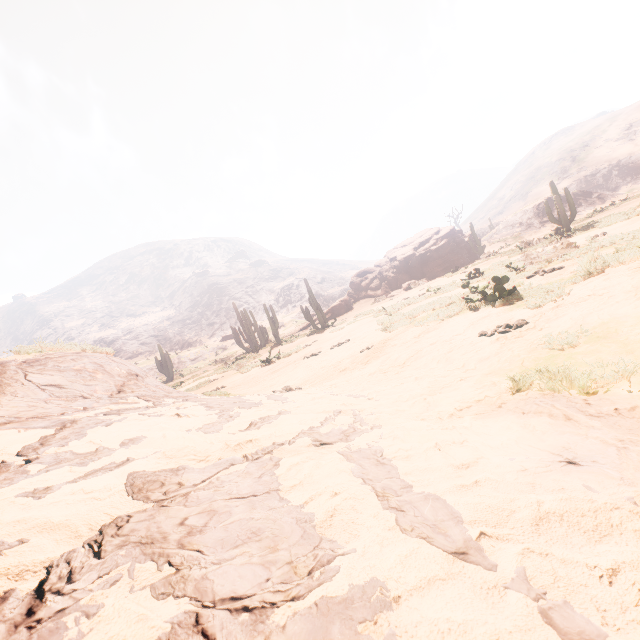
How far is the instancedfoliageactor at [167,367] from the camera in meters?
33.6 m

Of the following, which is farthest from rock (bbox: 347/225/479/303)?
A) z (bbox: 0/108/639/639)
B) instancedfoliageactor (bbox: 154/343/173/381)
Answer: instancedfoliageactor (bbox: 154/343/173/381)

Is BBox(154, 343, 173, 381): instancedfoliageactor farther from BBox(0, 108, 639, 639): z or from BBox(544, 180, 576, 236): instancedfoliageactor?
BBox(544, 180, 576, 236): instancedfoliageactor

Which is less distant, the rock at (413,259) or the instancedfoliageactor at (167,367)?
the rock at (413,259)

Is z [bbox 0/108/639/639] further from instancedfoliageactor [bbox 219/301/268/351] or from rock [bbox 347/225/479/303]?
rock [bbox 347/225/479/303]

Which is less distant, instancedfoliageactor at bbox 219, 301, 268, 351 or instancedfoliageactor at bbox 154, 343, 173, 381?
instancedfoliageactor at bbox 219, 301, 268, 351

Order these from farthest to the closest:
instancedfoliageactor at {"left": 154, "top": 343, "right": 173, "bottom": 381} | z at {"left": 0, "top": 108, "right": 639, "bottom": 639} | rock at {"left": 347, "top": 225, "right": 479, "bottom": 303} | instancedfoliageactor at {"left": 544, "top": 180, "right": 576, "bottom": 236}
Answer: instancedfoliageactor at {"left": 154, "top": 343, "right": 173, "bottom": 381}, rock at {"left": 347, "top": 225, "right": 479, "bottom": 303}, instancedfoliageactor at {"left": 544, "top": 180, "right": 576, "bottom": 236}, z at {"left": 0, "top": 108, "right": 639, "bottom": 639}

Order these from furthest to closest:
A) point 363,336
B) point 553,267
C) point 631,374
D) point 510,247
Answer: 1. point 510,247
2. point 363,336
3. point 553,267
4. point 631,374
